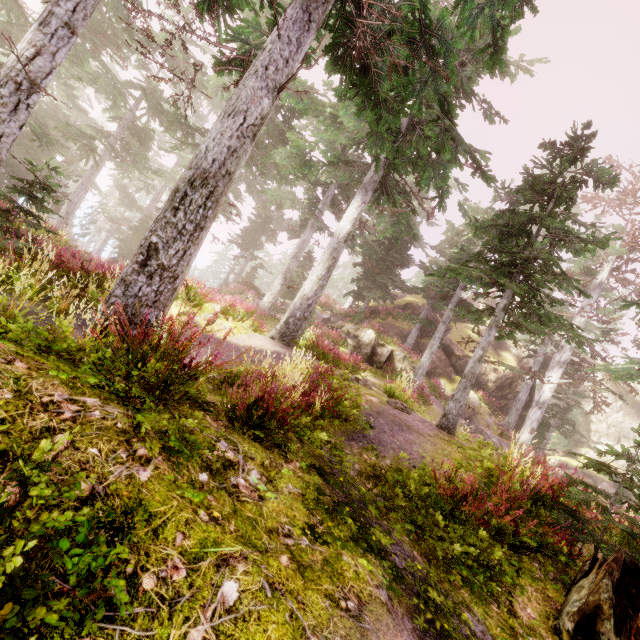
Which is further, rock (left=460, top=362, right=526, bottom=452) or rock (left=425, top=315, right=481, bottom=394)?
rock (left=425, top=315, right=481, bottom=394)

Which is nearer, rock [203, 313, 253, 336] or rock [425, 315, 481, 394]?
rock [203, 313, 253, 336]

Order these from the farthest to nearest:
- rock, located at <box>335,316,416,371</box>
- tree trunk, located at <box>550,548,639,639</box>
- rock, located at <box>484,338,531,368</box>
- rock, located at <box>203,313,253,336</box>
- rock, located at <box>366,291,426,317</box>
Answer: rock, located at <box>366,291,426,317</box>, rock, located at <box>484,338,531,368</box>, rock, located at <box>335,316,416,371</box>, rock, located at <box>203,313,253,336</box>, tree trunk, located at <box>550,548,639,639</box>

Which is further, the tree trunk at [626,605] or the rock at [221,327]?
the rock at [221,327]

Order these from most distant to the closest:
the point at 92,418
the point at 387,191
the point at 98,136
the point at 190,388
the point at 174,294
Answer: the point at 98,136 < the point at 387,191 < the point at 174,294 < the point at 190,388 < the point at 92,418

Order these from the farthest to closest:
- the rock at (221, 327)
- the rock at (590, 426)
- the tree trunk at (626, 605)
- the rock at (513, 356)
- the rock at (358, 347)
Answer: the rock at (590, 426)
the rock at (513, 356)
the rock at (358, 347)
the rock at (221, 327)
the tree trunk at (626, 605)

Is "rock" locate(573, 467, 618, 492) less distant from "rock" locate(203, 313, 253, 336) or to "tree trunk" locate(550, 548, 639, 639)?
"rock" locate(203, 313, 253, 336)

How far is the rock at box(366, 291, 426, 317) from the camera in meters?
29.8 m
